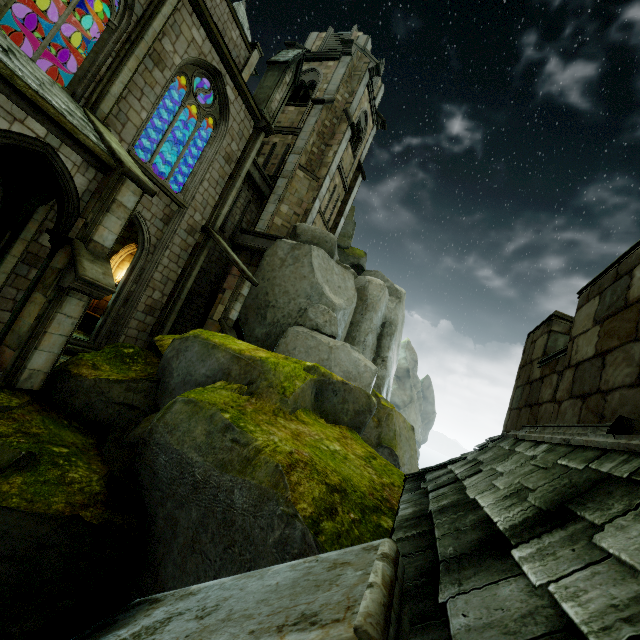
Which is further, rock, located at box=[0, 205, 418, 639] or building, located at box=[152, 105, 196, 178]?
building, located at box=[152, 105, 196, 178]

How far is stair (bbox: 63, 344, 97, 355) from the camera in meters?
11.0

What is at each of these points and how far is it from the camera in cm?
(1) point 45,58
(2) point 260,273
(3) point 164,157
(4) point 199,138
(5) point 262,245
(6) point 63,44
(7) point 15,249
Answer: (1) stone column, 1275
(2) rock, 1572
(3) building, 1764
(4) building, 1728
(5) wall trim, 1702
(6) building, 1287
(7) building, 859

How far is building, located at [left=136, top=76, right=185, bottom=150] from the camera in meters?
15.6 m

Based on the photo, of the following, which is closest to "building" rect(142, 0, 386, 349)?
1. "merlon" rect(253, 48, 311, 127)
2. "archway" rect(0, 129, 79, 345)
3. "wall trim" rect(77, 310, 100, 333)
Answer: "merlon" rect(253, 48, 311, 127)

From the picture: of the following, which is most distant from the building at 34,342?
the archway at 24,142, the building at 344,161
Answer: the building at 344,161

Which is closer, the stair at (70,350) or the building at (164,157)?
the stair at (70,350)

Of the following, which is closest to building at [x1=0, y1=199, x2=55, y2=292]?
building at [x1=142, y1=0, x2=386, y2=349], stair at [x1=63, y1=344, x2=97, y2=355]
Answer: stair at [x1=63, y1=344, x2=97, y2=355]
